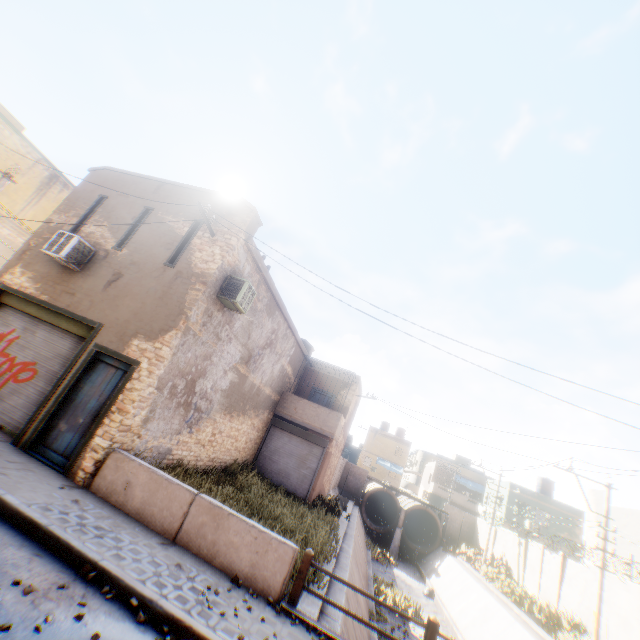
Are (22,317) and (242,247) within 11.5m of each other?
yes

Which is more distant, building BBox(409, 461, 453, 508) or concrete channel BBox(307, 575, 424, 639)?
building BBox(409, 461, 453, 508)

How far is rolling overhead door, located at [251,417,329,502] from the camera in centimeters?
1631cm

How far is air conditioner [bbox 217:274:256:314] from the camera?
9.38m

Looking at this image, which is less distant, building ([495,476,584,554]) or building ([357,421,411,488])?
building ([495,476,584,554])

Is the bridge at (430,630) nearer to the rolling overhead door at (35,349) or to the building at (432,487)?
the rolling overhead door at (35,349)

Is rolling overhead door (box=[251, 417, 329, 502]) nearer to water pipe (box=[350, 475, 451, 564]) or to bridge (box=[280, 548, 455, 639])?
bridge (box=[280, 548, 455, 639])

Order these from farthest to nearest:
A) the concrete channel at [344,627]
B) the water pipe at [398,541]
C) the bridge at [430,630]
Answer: the water pipe at [398,541] < the concrete channel at [344,627] < the bridge at [430,630]
